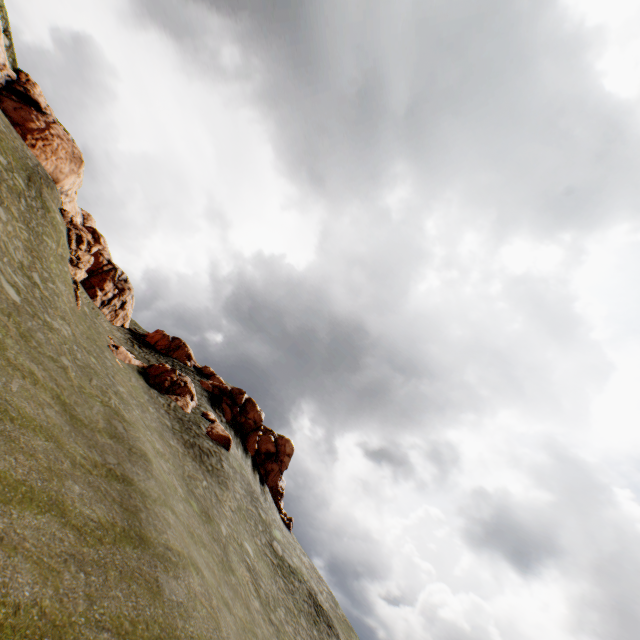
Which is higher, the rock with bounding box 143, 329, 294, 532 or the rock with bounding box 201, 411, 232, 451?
the rock with bounding box 143, 329, 294, 532

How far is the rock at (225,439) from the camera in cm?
2988

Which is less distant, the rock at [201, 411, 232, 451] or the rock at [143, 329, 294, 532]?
the rock at [201, 411, 232, 451]

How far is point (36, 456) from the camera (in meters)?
8.97

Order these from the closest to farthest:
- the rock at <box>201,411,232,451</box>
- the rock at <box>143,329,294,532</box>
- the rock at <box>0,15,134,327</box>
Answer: the rock at <box>201,411,232,451</box> < the rock at <box>0,15,134,327</box> < the rock at <box>143,329,294,532</box>
